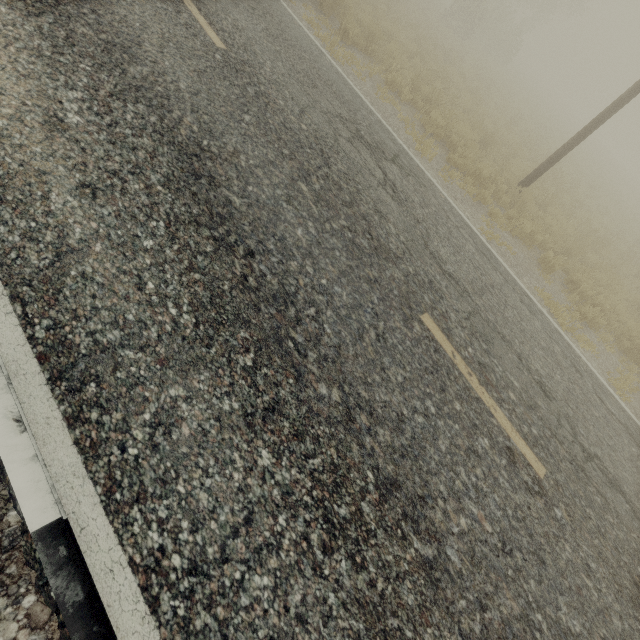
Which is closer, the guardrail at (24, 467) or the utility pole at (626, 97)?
the guardrail at (24, 467)

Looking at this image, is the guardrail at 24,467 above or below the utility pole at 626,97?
below

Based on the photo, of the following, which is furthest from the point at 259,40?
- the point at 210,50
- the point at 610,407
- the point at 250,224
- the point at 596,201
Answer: the point at 596,201

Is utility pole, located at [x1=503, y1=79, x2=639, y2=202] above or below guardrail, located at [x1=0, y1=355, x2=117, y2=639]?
above

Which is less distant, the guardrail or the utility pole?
the guardrail
